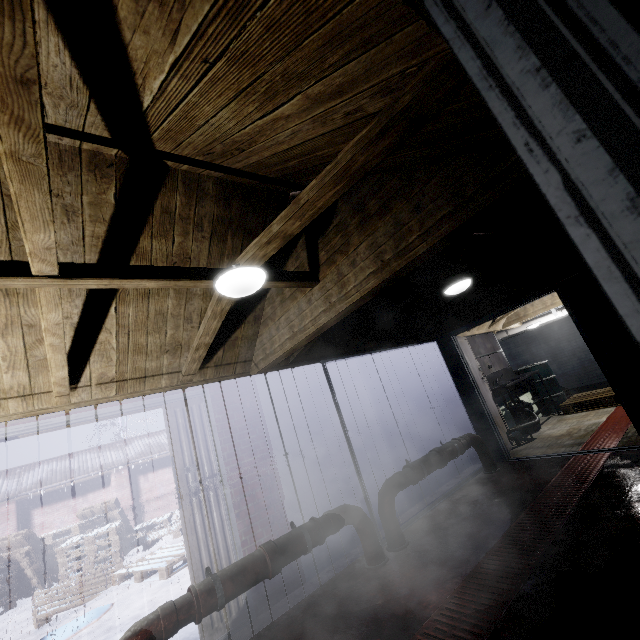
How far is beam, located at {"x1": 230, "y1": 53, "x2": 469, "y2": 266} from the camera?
0.9 meters

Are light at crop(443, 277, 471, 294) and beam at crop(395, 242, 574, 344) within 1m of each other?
yes

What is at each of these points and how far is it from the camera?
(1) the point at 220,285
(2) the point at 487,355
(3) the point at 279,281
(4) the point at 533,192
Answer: (1) light, 1.9m
(2) sink, 6.6m
(3) beam, 2.2m
(4) beam, 1.8m

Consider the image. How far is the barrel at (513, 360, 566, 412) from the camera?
6.6m

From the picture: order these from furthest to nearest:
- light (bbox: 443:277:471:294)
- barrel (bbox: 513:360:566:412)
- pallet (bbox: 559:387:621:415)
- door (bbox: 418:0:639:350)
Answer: barrel (bbox: 513:360:566:412), pallet (bbox: 559:387:621:415), light (bbox: 443:277:471:294), door (bbox: 418:0:639:350)

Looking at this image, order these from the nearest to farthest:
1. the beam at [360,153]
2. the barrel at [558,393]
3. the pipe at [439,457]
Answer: the beam at [360,153]
the pipe at [439,457]
the barrel at [558,393]

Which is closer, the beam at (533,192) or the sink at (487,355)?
the beam at (533,192)

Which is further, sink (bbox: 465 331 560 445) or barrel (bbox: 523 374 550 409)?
barrel (bbox: 523 374 550 409)
